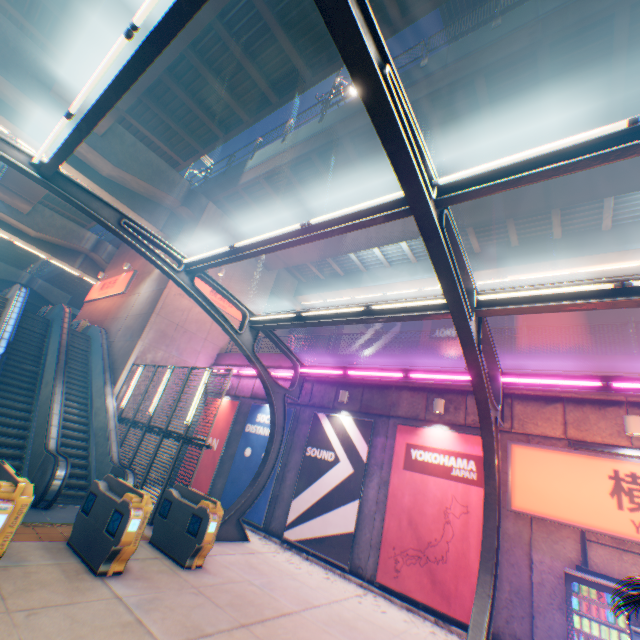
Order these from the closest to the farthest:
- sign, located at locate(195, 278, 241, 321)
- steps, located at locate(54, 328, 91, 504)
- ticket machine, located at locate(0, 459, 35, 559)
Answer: ticket machine, located at locate(0, 459, 35, 559)
steps, located at locate(54, 328, 91, 504)
sign, located at locate(195, 278, 241, 321)

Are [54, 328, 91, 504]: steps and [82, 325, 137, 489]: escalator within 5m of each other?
yes

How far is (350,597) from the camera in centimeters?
798cm

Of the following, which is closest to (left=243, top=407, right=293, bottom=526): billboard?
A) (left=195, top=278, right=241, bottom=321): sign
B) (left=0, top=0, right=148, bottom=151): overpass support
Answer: (left=195, top=278, right=241, bottom=321): sign

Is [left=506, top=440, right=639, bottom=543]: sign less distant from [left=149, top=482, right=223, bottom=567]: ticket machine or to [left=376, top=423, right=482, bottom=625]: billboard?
[left=376, top=423, right=482, bottom=625]: billboard

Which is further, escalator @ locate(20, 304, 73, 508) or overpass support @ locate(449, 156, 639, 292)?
overpass support @ locate(449, 156, 639, 292)

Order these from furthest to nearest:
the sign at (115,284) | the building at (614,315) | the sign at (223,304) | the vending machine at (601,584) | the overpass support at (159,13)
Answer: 1. the building at (614,315)
2. the sign at (115,284)
3. the sign at (223,304)
4. the overpass support at (159,13)
5. the vending machine at (601,584)

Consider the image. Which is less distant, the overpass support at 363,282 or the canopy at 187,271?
the canopy at 187,271
